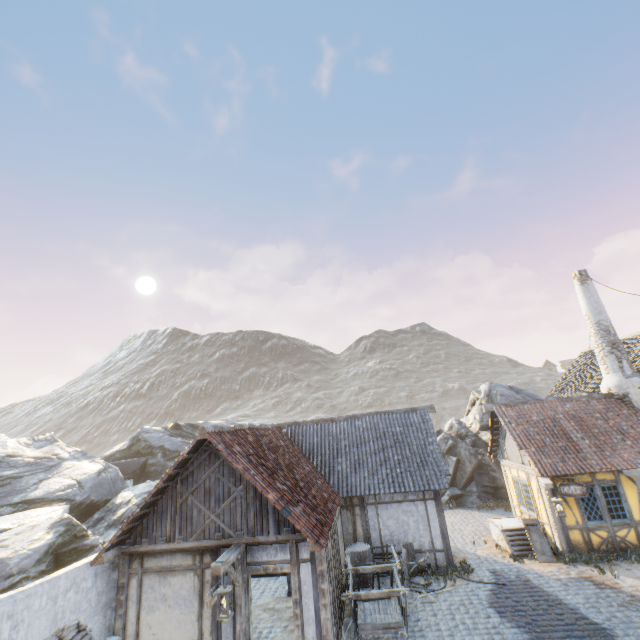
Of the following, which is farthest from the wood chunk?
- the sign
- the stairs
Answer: the sign

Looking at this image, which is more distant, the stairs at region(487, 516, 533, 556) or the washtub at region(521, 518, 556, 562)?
the stairs at region(487, 516, 533, 556)

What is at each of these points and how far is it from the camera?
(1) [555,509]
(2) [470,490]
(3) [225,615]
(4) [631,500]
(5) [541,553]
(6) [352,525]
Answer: (1) street light, 11.62m
(2) rock, 20.56m
(3) street light, 7.01m
(4) building, 12.41m
(5) washtub, 12.47m
(6) building, 13.19m

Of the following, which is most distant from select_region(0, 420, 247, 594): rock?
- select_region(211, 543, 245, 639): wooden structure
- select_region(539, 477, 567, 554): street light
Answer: select_region(539, 477, 567, 554): street light

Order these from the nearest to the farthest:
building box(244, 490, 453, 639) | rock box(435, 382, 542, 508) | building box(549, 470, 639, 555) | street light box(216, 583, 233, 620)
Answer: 1. street light box(216, 583, 233, 620)
2. building box(244, 490, 453, 639)
3. building box(549, 470, 639, 555)
4. rock box(435, 382, 542, 508)

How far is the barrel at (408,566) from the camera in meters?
11.3 m

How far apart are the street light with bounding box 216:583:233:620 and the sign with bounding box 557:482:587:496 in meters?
12.5

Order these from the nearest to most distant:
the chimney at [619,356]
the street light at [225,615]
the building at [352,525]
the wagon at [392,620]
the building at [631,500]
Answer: the street light at [225,615], the building at [352,525], the wagon at [392,620], the building at [631,500], the chimney at [619,356]
